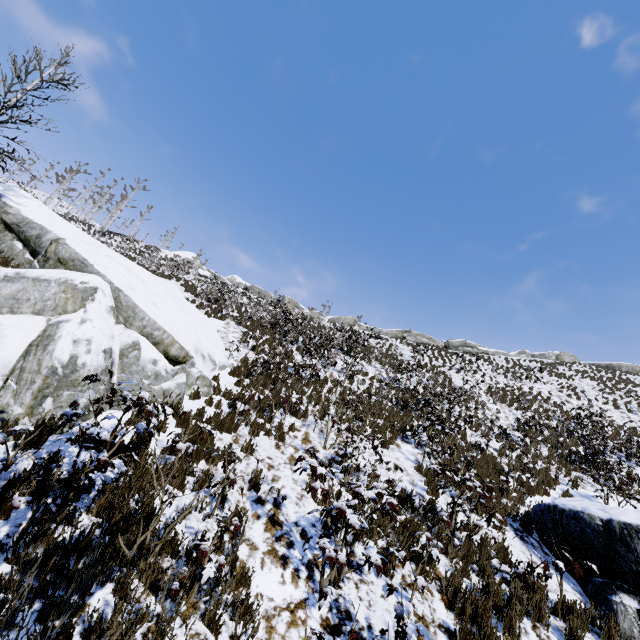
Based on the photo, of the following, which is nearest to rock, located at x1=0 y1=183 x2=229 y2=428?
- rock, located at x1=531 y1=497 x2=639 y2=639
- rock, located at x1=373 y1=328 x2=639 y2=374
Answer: rock, located at x1=531 y1=497 x2=639 y2=639

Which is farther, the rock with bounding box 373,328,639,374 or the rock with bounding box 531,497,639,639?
the rock with bounding box 373,328,639,374

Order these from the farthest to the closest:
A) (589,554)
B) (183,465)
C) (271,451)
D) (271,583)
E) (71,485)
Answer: (271,451)
(589,554)
(183,465)
(271,583)
(71,485)

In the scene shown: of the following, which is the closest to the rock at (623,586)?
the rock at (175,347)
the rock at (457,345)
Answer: the rock at (175,347)

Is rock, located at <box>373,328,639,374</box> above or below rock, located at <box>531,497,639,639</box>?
above

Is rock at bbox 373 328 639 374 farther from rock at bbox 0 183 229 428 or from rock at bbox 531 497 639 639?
rock at bbox 531 497 639 639

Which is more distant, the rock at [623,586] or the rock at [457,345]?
the rock at [457,345]
